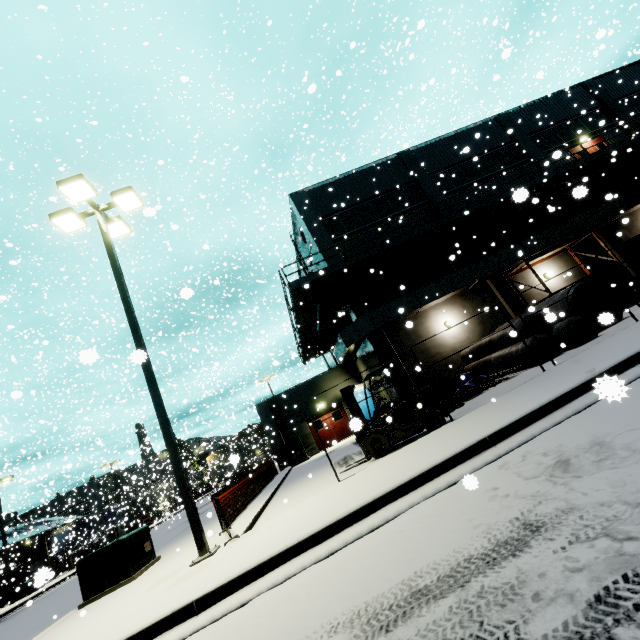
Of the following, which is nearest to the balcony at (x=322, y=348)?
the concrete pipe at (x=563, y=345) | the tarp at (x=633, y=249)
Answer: the tarp at (x=633, y=249)

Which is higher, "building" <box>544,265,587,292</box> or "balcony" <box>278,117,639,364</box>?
"balcony" <box>278,117,639,364</box>

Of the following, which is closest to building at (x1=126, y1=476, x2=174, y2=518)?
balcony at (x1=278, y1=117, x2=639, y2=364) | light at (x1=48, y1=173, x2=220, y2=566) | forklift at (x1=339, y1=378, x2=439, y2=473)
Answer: balcony at (x1=278, y1=117, x2=639, y2=364)

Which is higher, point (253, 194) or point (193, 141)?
point (253, 194)

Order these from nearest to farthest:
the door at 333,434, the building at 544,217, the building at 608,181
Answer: the building at 544,217 → the building at 608,181 → the door at 333,434

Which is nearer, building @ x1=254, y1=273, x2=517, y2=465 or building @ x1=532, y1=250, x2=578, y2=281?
building @ x1=254, y1=273, x2=517, y2=465

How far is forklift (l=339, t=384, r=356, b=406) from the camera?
9.7 meters

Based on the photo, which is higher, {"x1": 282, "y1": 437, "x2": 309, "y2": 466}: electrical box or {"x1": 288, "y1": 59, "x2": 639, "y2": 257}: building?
{"x1": 288, "y1": 59, "x2": 639, "y2": 257}: building
